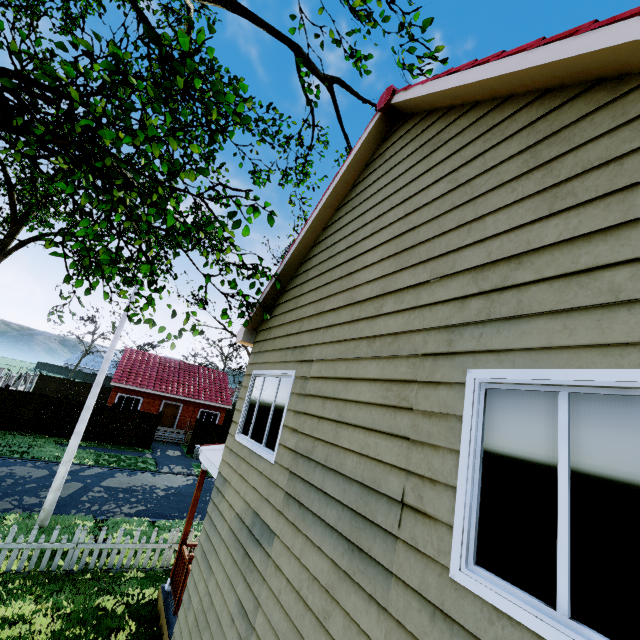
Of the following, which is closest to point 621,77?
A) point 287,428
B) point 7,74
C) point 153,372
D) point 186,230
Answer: point 287,428

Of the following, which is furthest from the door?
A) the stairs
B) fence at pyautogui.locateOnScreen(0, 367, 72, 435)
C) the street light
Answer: the street light

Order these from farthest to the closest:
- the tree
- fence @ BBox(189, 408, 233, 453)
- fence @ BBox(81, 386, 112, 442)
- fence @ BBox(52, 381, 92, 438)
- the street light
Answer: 1. fence @ BBox(189, 408, 233, 453)
2. fence @ BBox(81, 386, 112, 442)
3. fence @ BBox(52, 381, 92, 438)
4. the street light
5. the tree

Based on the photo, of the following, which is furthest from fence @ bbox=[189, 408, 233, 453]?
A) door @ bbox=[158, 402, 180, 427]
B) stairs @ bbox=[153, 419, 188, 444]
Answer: door @ bbox=[158, 402, 180, 427]

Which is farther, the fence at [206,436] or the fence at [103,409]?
the fence at [206,436]

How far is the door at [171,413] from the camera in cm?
2897

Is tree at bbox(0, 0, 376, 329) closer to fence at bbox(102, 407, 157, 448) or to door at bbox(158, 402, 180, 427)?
Result: door at bbox(158, 402, 180, 427)

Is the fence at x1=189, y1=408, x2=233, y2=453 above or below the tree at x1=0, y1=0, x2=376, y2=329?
below
